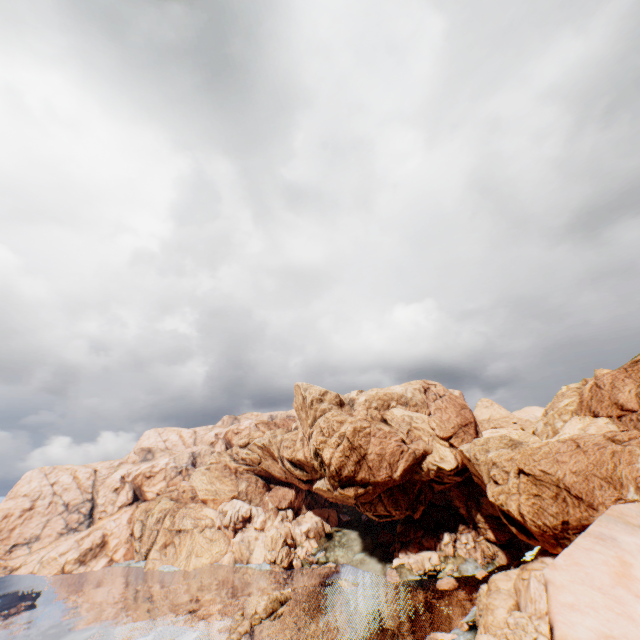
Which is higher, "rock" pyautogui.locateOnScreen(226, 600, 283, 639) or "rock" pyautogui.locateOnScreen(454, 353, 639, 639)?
"rock" pyautogui.locateOnScreen(454, 353, 639, 639)

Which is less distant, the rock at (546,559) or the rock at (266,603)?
the rock at (546,559)

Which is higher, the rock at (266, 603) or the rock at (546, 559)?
the rock at (546, 559)

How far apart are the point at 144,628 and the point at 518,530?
67.2 meters

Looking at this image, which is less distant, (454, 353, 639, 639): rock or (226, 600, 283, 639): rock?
(454, 353, 639, 639): rock
